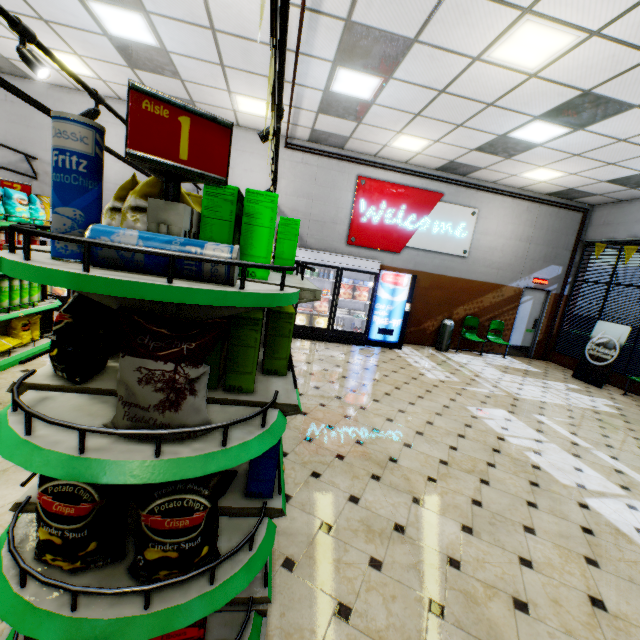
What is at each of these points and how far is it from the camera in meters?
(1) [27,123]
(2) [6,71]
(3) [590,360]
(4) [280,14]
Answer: (1) building, 7.3 m
(2) building, 6.9 m
(3) sign, 8.6 m
(4) light truss, 1.7 m

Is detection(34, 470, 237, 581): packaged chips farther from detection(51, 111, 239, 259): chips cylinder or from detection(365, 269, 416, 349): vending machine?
detection(365, 269, 416, 349): vending machine

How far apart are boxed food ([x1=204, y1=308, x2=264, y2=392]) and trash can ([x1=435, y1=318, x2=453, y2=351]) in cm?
716

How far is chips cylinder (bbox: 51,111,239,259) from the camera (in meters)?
1.01

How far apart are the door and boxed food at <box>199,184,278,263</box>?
9.5 meters

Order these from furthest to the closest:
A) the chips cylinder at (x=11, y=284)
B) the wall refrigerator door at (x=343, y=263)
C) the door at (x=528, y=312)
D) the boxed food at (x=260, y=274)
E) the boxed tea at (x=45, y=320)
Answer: the door at (x=528, y=312) → the wall refrigerator door at (x=343, y=263) → the boxed tea at (x=45, y=320) → the chips cylinder at (x=11, y=284) → the boxed food at (x=260, y=274)

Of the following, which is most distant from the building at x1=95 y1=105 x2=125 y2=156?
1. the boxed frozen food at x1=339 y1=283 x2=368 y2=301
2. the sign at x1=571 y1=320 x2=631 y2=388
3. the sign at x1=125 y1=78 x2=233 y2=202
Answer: the sign at x1=125 y1=78 x2=233 y2=202

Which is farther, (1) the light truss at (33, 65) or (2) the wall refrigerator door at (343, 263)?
(2) the wall refrigerator door at (343, 263)
